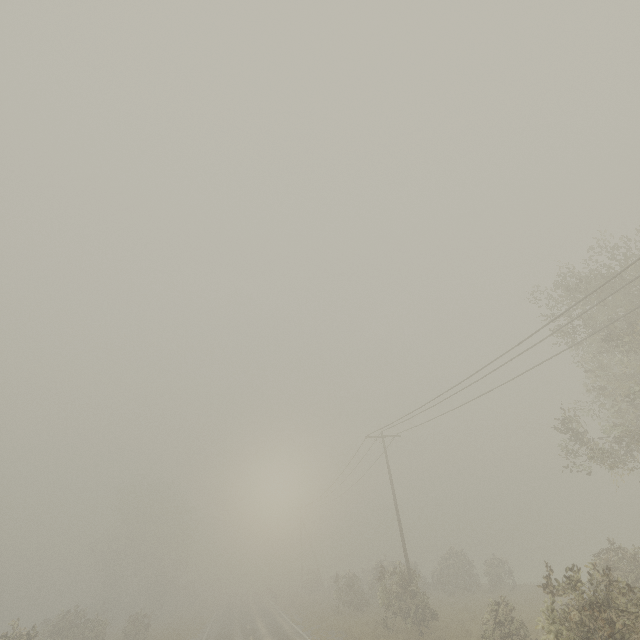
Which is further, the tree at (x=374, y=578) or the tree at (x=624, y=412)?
the tree at (x=374, y=578)

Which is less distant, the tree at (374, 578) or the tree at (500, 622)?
the tree at (500, 622)

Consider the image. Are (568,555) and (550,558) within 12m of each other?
yes

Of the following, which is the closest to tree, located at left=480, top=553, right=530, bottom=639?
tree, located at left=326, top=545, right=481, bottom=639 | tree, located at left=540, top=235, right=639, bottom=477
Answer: tree, located at left=326, top=545, right=481, bottom=639

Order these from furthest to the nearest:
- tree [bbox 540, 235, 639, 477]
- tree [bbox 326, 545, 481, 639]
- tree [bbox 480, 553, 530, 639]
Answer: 1. tree [bbox 326, 545, 481, 639]
2. tree [bbox 480, 553, 530, 639]
3. tree [bbox 540, 235, 639, 477]

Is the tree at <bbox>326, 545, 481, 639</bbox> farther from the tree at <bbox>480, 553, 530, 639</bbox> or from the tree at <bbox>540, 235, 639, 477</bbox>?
the tree at <bbox>540, 235, 639, 477</bbox>
